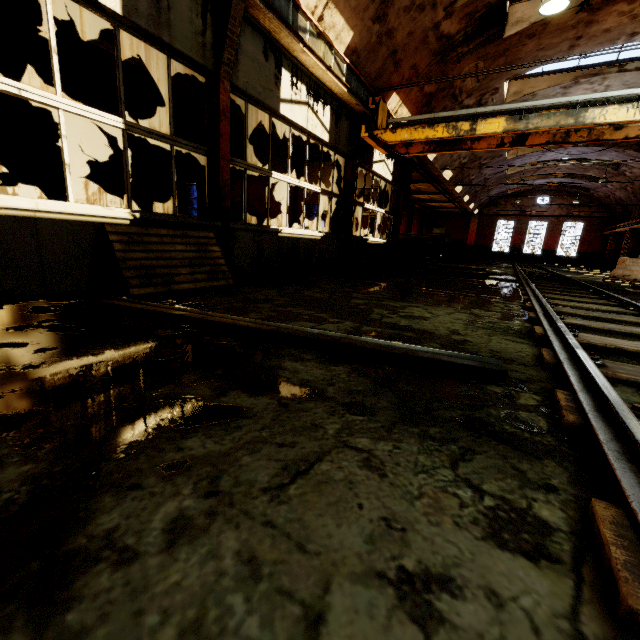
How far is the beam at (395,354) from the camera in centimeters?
220cm

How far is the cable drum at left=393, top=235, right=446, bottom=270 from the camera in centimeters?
1223cm

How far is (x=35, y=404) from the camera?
1.5m

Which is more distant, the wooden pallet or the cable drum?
the cable drum

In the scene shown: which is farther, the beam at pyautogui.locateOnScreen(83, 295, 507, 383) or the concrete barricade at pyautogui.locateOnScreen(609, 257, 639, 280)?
the concrete barricade at pyautogui.locateOnScreen(609, 257, 639, 280)

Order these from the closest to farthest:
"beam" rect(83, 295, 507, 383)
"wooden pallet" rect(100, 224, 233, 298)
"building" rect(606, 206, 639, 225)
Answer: "beam" rect(83, 295, 507, 383) < "wooden pallet" rect(100, 224, 233, 298) < "building" rect(606, 206, 639, 225)

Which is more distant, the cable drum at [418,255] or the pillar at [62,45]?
the cable drum at [418,255]

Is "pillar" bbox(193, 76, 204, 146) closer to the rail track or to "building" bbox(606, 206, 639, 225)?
"building" bbox(606, 206, 639, 225)
